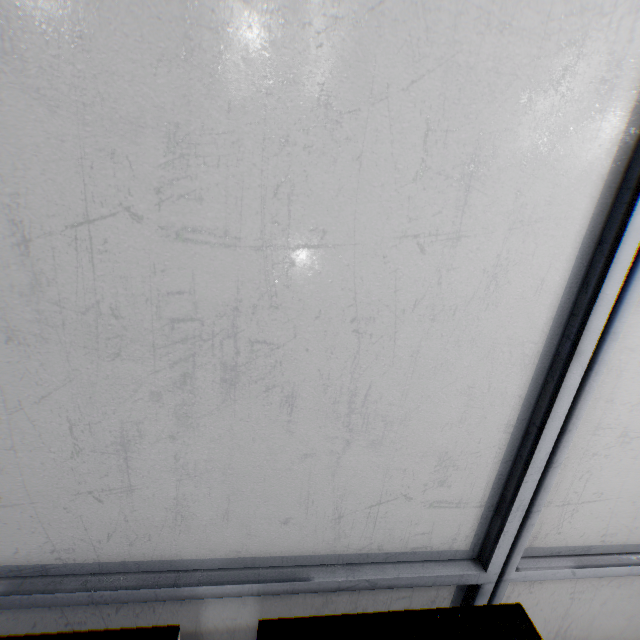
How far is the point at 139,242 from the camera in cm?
74
